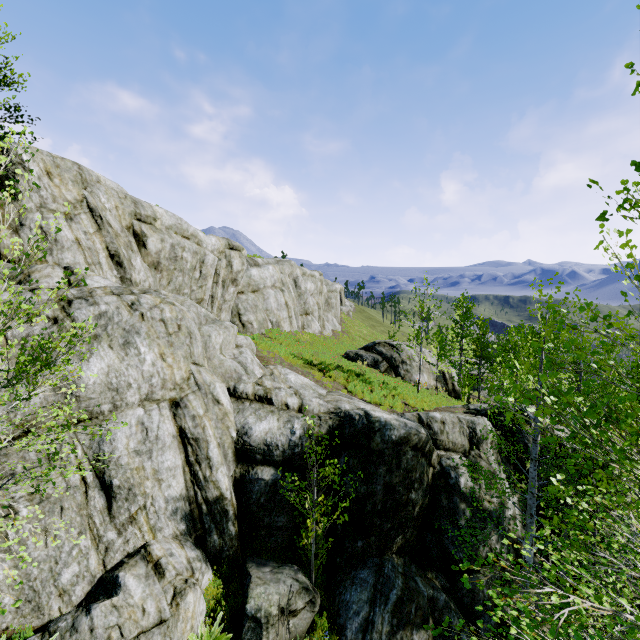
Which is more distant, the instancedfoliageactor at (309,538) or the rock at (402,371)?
the rock at (402,371)

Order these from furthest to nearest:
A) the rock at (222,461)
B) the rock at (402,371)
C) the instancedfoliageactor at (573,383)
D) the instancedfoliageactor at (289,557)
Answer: the rock at (402,371) < the instancedfoliageactor at (289,557) < the rock at (222,461) < the instancedfoliageactor at (573,383)

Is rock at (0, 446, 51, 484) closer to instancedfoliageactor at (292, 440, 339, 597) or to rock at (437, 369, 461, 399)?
instancedfoliageactor at (292, 440, 339, 597)

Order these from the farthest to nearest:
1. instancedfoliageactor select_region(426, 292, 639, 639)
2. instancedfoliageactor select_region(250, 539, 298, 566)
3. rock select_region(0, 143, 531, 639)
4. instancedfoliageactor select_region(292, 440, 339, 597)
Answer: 1. instancedfoliageactor select_region(250, 539, 298, 566)
2. instancedfoliageactor select_region(292, 440, 339, 597)
3. rock select_region(0, 143, 531, 639)
4. instancedfoliageactor select_region(426, 292, 639, 639)

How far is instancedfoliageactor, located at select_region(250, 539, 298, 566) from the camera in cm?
785

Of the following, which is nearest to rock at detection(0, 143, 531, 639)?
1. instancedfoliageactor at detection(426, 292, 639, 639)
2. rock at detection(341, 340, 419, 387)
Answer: instancedfoliageactor at detection(426, 292, 639, 639)

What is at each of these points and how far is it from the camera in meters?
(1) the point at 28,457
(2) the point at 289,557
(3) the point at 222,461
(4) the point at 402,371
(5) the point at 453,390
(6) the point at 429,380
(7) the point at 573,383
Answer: (1) rock, 6.2 m
(2) instancedfoliageactor, 8.1 m
(3) rock, 7.9 m
(4) rock, 24.0 m
(5) rock, 26.9 m
(6) rock, 24.7 m
(7) instancedfoliageactor, 8.7 m
